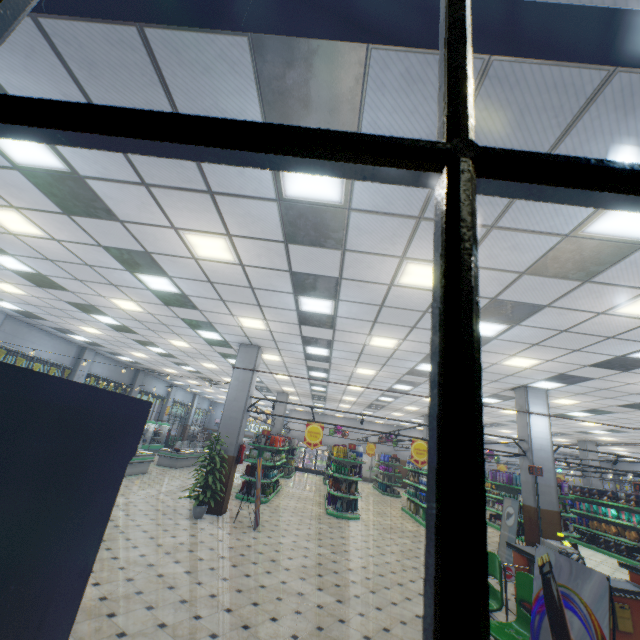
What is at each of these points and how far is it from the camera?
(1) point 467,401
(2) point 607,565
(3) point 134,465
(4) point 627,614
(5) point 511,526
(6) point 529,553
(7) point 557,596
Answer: (1) building, 0.4m
(2) building, 10.8m
(3) meat refrigerator, 12.9m
(4) checkout counter, 4.5m
(5) sign, 9.0m
(6) checkout counter, 5.9m
(7) sign, 2.7m

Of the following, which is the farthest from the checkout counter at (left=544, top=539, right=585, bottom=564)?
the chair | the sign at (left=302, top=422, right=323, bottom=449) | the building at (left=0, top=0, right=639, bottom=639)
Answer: the sign at (left=302, top=422, right=323, bottom=449)

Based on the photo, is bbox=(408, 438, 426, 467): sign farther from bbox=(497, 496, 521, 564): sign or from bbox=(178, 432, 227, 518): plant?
bbox=(178, 432, 227, 518): plant

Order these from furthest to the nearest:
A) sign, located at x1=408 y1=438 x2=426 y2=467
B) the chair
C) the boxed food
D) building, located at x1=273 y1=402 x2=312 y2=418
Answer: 1. building, located at x1=273 y1=402 x2=312 y2=418
2. the boxed food
3. sign, located at x1=408 y1=438 x2=426 y2=467
4. the chair

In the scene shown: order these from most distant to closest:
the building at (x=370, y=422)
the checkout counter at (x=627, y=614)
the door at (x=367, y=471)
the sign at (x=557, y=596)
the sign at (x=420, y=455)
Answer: the door at (x=367, y=471)
the building at (x=370, y=422)
the sign at (x=420, y=455)
the checkout counter at (x=627, y=614)
the sign at (x=557, y=596)

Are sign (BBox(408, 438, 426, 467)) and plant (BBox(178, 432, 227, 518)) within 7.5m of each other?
yes

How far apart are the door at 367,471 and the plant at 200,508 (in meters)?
21.69

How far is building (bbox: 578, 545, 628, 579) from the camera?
9.8 meters
